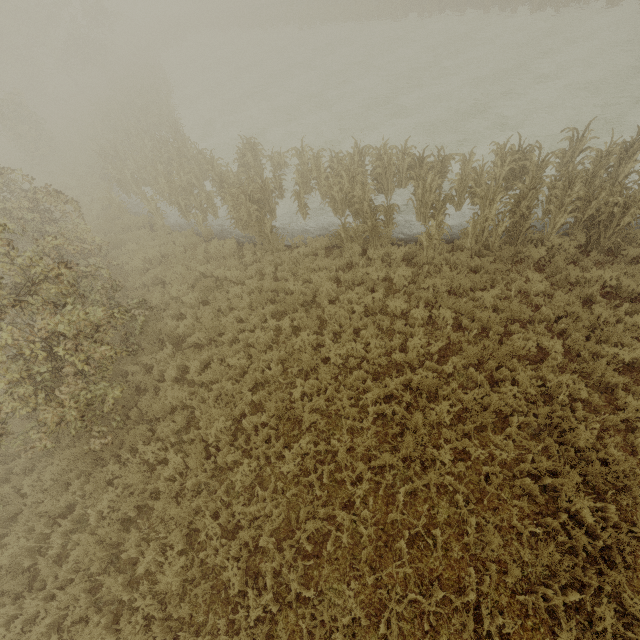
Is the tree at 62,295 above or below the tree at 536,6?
above

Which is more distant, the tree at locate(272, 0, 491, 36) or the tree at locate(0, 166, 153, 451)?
the tree at locate(272, 0, 491, 36)

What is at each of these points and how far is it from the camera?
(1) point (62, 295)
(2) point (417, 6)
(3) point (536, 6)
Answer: (1) tree, 6.1m
(2) tree, 25.4m
(3) tree, 21.0m

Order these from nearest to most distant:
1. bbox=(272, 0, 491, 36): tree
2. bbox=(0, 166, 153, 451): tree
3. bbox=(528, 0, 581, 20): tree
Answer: bbox=(0, 166, 153, 451): tree → bbox=(528, 0, 581, 20): tree → bbox=(272, 0, 491, 36): tree

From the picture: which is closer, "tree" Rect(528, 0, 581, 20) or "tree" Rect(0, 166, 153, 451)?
"tree" Rect(0, 166, 153, 451)

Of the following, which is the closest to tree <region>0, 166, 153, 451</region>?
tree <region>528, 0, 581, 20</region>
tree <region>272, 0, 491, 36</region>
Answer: tree <region>528, 0, 581, 20</region>

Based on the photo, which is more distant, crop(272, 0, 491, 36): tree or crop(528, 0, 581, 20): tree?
crop(272, 0, 491, 36): tree

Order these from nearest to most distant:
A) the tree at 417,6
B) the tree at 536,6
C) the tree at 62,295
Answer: the tree at 62,295
the tree at 536,6
the tree at 417,6
